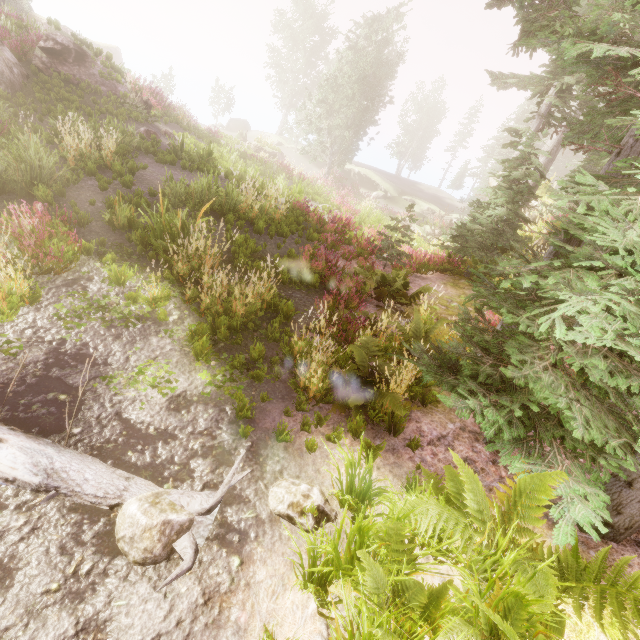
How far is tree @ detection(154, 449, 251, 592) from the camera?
2.7 meters

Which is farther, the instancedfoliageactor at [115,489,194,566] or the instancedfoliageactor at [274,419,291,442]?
the instancedfoliageactor at [274,419,291,442]

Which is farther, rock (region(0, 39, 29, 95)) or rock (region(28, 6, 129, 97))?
rock (region(28, 6, 129, 97))

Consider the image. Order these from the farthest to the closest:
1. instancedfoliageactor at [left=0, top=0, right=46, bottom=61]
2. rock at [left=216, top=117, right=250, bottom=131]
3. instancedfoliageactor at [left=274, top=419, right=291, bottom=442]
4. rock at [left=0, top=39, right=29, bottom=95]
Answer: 1. rock at [left=216, top=117, right=250, bottom=131]
2. instancedfoliageactor at [left=0, top=0, right=46, bottom=61]
3. rock at [left=0, top=39, right=29, bottom=95]
4. instancedfoliageactor at [left=274, top=419, right=291, bottom=442]

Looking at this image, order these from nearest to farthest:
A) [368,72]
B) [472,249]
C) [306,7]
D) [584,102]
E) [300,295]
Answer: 1. [300,295]
2. [584,102]
3. [472,249]
4. [368,72]
5. [306,7]

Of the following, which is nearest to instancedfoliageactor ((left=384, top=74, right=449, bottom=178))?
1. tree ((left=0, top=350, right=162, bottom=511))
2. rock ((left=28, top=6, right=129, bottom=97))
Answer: rock ((left=28, top=6, right=129, bottom=97))

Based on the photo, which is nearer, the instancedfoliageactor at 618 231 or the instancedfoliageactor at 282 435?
the instancedfoliageactor at 618 231

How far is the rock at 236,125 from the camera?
44.8 meters
